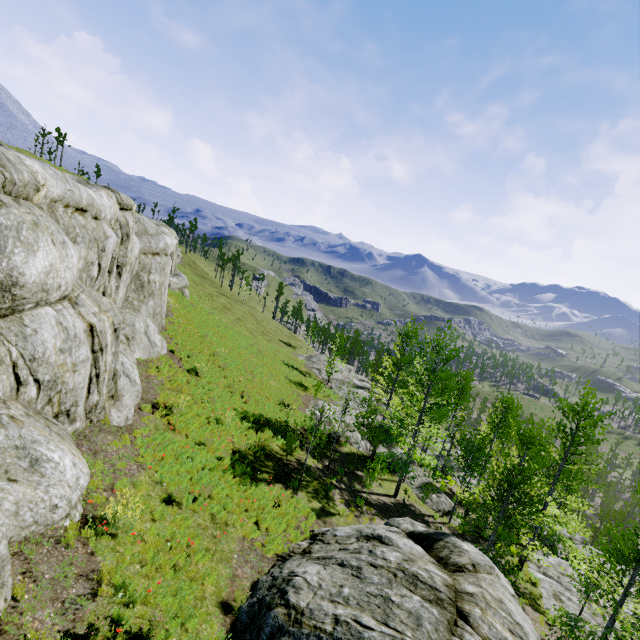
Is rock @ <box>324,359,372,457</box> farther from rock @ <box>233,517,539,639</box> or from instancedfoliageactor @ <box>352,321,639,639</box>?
rock @ <box>233,517,539,639</box>

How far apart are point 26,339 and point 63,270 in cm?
154

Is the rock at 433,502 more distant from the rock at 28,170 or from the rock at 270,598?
the rock at 270,598

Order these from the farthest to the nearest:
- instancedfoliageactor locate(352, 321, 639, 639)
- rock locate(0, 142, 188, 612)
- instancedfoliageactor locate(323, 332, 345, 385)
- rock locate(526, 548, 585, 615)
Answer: instancedfoliageactor locate(323, 332, 345, 385) < rock locate(526, 548, 585, 615) < instancedfoliageactor locate(352, 321, 639, 639) < rock locate(0, 142, 188, 612)

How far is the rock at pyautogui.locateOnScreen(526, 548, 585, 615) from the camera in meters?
16.2

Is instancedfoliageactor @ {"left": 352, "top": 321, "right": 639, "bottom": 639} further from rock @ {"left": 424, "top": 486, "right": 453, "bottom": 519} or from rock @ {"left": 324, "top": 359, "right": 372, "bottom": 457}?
rock @ {"left": 424, "top": 486, "right": 453, "bottom": 519}

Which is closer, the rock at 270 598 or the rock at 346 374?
the rock at 270 598

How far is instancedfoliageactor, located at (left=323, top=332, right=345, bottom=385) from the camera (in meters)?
30.73
